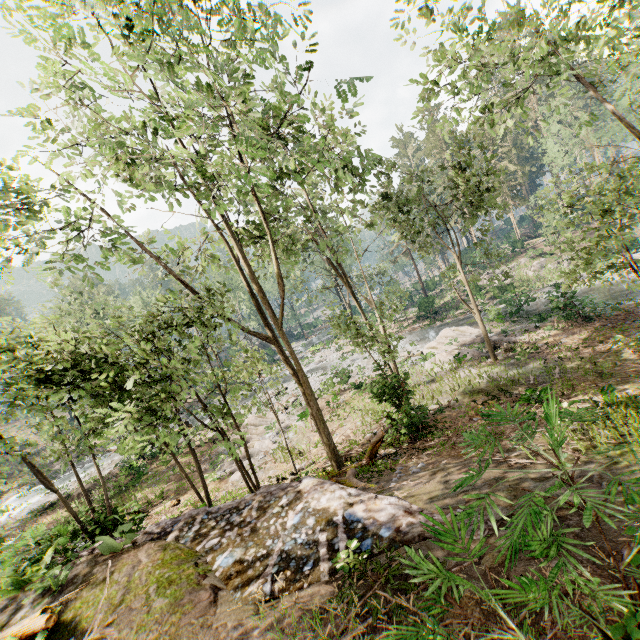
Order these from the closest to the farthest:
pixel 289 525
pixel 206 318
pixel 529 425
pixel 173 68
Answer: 1. pixel 529 425
2. pixel 173 68
3. pixel 289 525
4. pixel 206 318

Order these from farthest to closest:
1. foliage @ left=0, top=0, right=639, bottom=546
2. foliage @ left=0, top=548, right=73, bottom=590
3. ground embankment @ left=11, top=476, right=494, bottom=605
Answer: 1. foliage @ left=0, top=0, right=639, bottom=546
2. foliage @ left=0, top=548, right=73, bottom=590
3. ground embankment @ left=11, top=476, right=494, bottom=605

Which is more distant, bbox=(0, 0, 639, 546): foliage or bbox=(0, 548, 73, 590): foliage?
bbox=(0, 0, 639, 546): foliage

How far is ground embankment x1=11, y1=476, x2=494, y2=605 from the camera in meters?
5.3 m

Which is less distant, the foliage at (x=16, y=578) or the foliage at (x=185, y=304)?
the foliage at (x=16, y=578)

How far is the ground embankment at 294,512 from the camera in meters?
5.3

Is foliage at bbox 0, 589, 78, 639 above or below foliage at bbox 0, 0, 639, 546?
below
